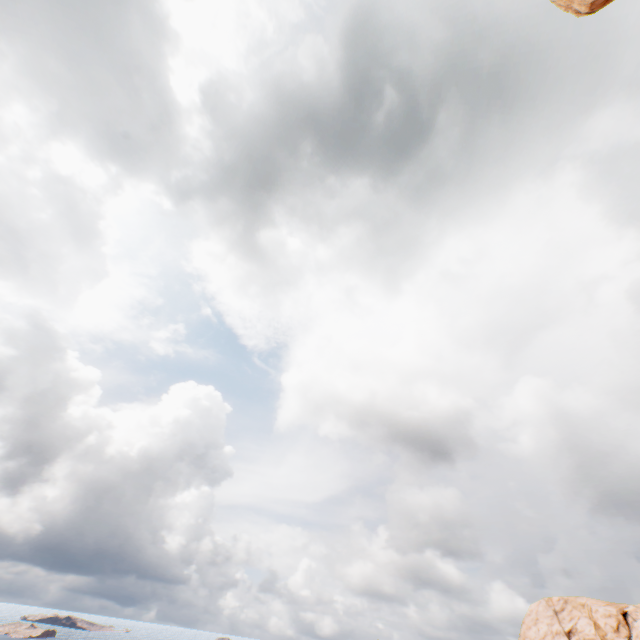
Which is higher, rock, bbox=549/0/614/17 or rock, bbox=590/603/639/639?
rock, bbox=549/0/614/17

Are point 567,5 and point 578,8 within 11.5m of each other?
yes

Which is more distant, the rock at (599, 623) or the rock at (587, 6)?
the rock at (599, 623)

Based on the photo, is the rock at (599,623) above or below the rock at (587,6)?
below

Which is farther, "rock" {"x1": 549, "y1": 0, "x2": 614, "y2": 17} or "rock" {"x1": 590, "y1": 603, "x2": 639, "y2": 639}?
"rock" {"x1": 590, "y1": 603, "x2": 639, "y2": 639}
